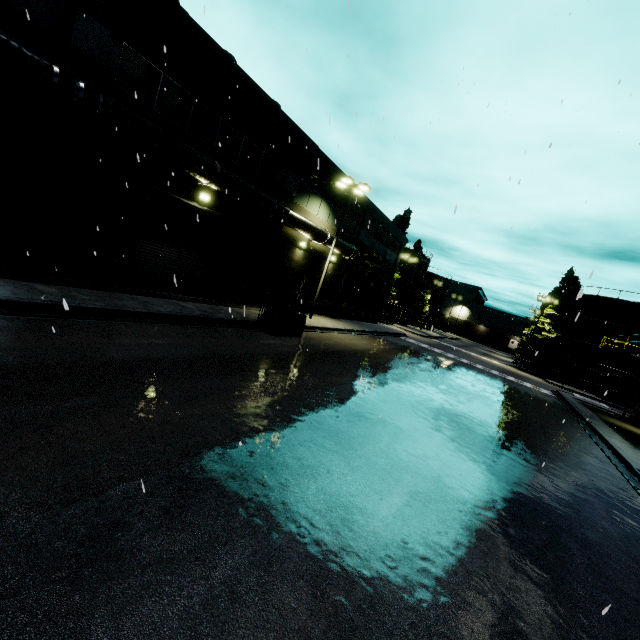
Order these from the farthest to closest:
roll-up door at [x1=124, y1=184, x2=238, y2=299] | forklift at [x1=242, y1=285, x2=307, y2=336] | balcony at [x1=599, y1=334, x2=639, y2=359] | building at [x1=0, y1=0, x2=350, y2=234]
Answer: balcony at [x1=599, y1=334, x2=639, y2=359] → forklift at [x1=242, y1=285, x2=307, y2=336] → roll-up door at [x1=124, y1=184, x2=238, y2=299] → building at [x1=0, y1=0, x2=350, y2=234]

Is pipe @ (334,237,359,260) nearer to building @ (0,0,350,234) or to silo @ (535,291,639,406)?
building @ (0,0,350,234)

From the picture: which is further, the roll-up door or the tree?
the tree

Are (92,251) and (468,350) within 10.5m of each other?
no

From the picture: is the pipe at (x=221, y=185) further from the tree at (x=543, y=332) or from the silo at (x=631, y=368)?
the tree at (x=543, y=332)

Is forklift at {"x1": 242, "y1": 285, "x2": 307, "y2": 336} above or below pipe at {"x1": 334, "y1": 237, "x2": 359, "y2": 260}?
below

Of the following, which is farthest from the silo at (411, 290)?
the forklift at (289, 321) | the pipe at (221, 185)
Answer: the forklift at (289, 321)

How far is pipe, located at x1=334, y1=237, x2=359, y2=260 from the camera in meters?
24.3 m
